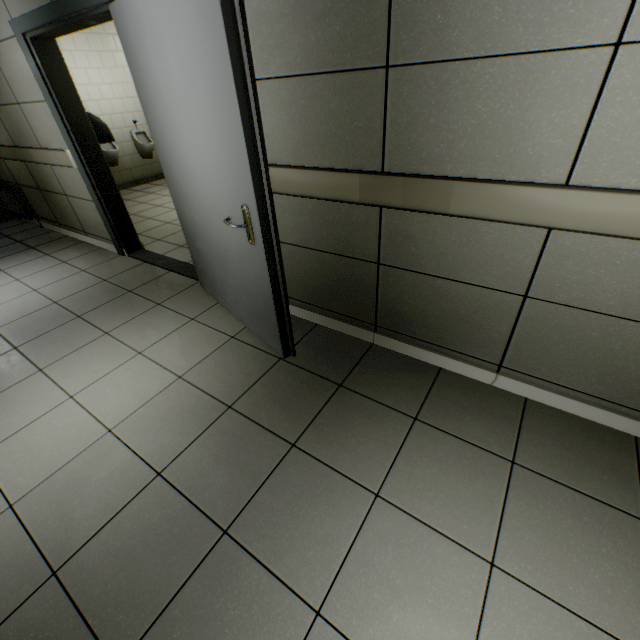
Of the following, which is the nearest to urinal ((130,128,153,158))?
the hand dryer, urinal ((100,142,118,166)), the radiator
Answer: urinal ((100,142,118,166))

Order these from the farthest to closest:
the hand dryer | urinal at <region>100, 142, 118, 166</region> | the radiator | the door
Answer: urinal at <region>100, 142, 118, 166</region>, the radiator, the hand dryer, the door

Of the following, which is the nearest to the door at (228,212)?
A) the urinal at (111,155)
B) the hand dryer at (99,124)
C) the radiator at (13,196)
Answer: the hand dryer at (99,124)

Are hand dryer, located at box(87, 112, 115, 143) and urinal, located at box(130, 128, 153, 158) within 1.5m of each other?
no

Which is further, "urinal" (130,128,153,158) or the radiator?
"urinal" (130,128,153,158)

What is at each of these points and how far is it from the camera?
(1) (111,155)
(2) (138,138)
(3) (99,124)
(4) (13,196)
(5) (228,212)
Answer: (1) urinal, 6.39m
(2) urinal, 6.96m
(3) hand dryer, 3.43m
(4) radiator, 4.89m
(5) door, 1.93m

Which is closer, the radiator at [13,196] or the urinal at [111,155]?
the radiator at [13,196]

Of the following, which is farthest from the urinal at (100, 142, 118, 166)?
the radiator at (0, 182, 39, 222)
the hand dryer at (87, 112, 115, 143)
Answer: the hand dryer at (87, 112, 115, 143)
